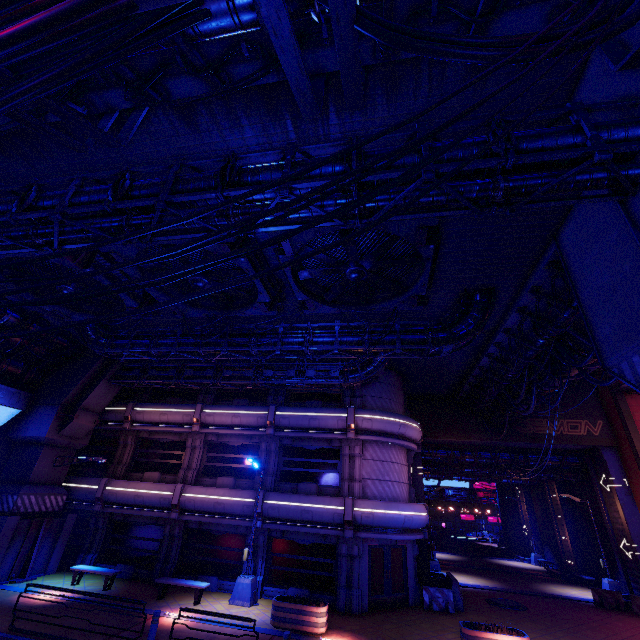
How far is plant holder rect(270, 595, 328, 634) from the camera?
12.4 meters

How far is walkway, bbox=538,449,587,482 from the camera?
25.6m

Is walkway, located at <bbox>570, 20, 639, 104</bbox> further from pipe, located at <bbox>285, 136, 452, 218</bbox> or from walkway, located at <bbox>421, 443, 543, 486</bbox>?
walkway, located at <bbox>421, 443, 543, 486</bbox>

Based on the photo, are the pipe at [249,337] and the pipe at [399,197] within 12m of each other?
yes

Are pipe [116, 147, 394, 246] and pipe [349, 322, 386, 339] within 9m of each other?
yes

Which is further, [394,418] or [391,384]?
[391,384]

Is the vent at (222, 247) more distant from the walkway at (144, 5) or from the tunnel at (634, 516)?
the tunnel at (634, 516)

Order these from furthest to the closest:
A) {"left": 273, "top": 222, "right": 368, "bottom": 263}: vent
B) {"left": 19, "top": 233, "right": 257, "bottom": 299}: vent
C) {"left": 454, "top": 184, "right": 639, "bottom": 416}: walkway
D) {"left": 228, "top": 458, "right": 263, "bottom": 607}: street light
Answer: {"left": 228, "top": 458, "right": 263, "bottom": 607}: street light, {"left": 19, "top": 233, "right": 257, "bottom": 299}: vent, {"left": 273, "top": 222, "right": 368, "bottom": 263}: vent, {"left": 454, "top": 184, "right": 639, "bottom": 416}: walkway
